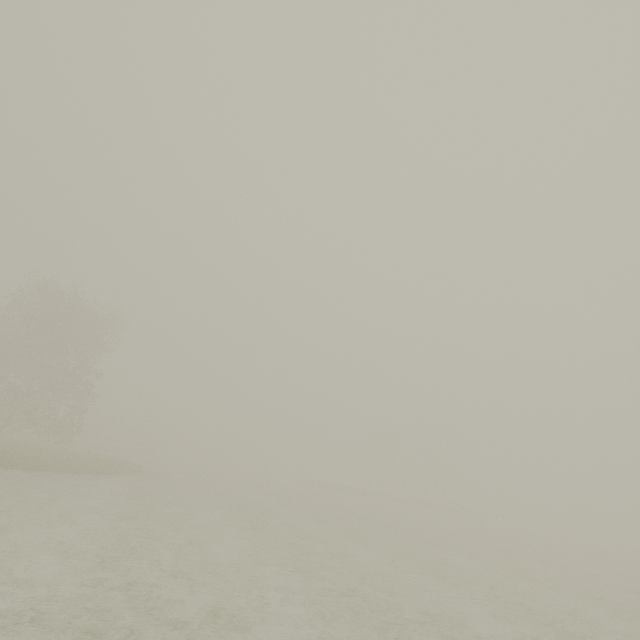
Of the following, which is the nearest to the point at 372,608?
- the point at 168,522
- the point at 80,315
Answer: the point at 168,522
